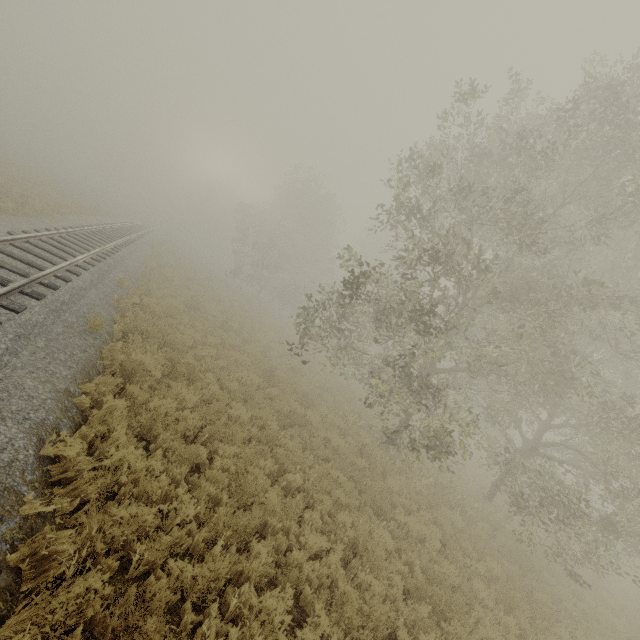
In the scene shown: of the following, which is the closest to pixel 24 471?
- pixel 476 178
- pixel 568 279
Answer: pixel 476 178
